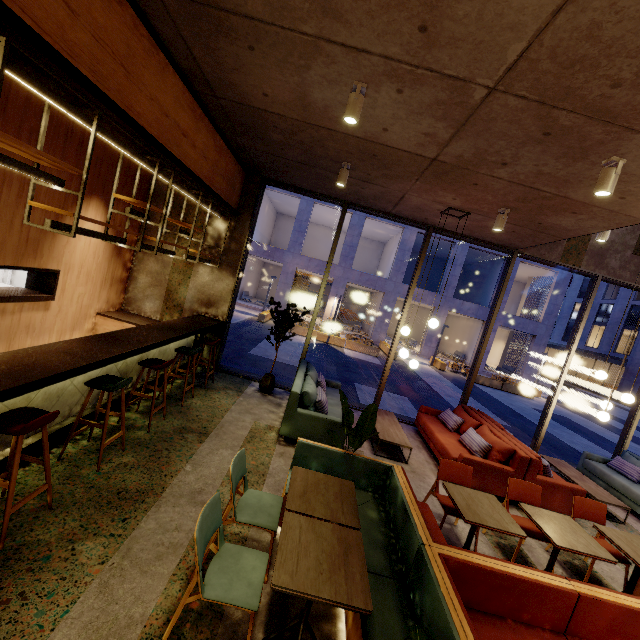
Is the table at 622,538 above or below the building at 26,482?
above

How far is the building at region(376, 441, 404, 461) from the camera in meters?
5.8

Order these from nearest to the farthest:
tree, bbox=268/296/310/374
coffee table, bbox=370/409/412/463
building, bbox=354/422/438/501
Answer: building, bbox=354/422/438/501 → coffee table, bbox=370/409/412/463 → tree, bbox=268/296/310/374

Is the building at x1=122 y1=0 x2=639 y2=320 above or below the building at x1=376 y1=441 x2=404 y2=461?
above

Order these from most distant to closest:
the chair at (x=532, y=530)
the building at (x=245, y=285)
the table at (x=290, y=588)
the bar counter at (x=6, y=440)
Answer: the building at (x=245, y=285) < the chair at (x=532, y=530) < the bar counter at (x=6, y=440) < the table at (x=290, y=588)

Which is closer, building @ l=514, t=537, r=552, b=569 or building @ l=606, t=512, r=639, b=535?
building @ l=514, t=537, r=552, b=569

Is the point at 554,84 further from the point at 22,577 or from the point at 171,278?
the point at 171,278

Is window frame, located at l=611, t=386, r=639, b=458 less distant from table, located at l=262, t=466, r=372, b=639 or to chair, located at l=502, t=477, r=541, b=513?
chair, located at l=502, t=477, r=541, b=513
